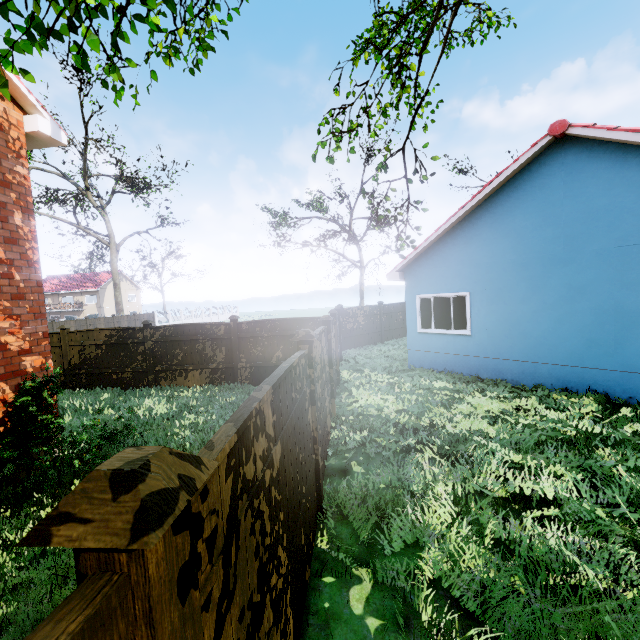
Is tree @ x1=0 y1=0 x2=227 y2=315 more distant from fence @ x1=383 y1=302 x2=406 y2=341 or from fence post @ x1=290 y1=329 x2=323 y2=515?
fence post @ x1=290 y1=329 x2=323 y2=515

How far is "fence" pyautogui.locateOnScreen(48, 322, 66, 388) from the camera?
11.55m

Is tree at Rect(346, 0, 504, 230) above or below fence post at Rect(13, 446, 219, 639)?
above

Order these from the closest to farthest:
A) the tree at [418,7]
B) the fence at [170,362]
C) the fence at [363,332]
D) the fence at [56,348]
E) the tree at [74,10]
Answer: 1. the tree at [74,10]
2. the tree at [418,7]
3. the fence at [170,362]
4. the fence at [56,348]
5. the fence at [363,332]

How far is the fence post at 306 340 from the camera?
4.2 meters

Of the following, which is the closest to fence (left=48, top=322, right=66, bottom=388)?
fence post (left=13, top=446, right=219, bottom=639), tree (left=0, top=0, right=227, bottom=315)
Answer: fence post (left=13, top=446, right=219, bottom=639)

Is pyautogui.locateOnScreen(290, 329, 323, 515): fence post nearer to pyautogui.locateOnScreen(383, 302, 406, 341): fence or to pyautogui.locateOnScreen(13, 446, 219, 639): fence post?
pyautogui.locateOnScreen(383, 302, 406, 341): fence

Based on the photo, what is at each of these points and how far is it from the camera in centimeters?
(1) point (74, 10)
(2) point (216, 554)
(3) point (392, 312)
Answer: (1) tree, 225cm
(2) fence, 132cm
(3) fence, 1970cm
